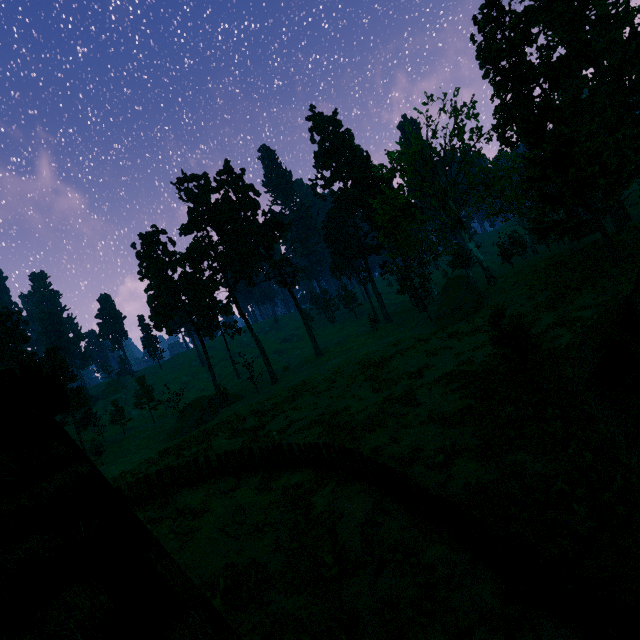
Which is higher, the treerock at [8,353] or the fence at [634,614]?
the treerock at [8,353]

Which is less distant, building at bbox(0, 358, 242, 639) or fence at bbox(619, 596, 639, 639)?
building at bbox(0, 358, 242, 639)

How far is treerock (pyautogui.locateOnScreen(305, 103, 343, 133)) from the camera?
58.07m

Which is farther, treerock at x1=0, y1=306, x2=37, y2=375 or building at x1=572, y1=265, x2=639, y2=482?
treerock at x1=0, y1=306, x2=37, y2=375

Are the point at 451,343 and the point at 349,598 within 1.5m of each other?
no

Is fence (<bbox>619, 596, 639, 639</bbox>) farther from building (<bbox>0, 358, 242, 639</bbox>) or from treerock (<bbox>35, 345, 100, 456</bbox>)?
treerock (<bbox>35, 345, 100, 456</bbox>)

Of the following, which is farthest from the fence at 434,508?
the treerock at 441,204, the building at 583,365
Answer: the treerock at 441,204
